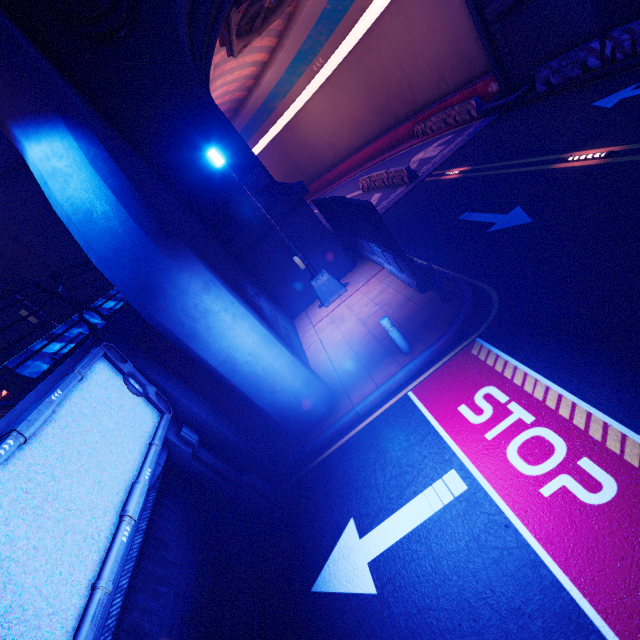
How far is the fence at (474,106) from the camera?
17.7m

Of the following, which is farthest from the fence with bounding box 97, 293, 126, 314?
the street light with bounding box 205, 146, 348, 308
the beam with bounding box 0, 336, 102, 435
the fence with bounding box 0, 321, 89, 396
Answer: the street light with bounding box 205, 146, 348, 308

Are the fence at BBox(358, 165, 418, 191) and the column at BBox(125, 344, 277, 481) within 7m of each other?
no

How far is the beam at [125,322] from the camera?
6.12m

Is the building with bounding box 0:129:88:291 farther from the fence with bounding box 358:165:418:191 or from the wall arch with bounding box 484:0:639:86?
the fence with bounding box 358:165:418:191

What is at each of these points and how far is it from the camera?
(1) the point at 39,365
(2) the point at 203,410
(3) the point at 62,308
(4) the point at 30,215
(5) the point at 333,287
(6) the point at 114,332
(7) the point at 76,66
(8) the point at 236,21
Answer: (1) fence, 5.2m
(2) column, 6.5m
(3) building, 10.3m
(4) building, 9.7m
(5) street light, 11.9m
(6) pillar, 5.8m
(7) wall arch, 9.6m
(8) vent, 15.2m

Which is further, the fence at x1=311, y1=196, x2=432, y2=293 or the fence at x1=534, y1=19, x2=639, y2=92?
the fence at x1=534, y1=19, x2=639, y2=92

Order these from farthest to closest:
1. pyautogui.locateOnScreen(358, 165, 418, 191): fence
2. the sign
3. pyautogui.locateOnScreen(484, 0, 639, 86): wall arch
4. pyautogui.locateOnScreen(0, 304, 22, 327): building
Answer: pyautogui.locateOnScreen(358, 165, 418, 191): fence < pyautogui.locateOnScreen(484, 0, 639, 86): wall arch < pyautogui.locateOnScreen(0, 304, 22, 327): building < the sign
